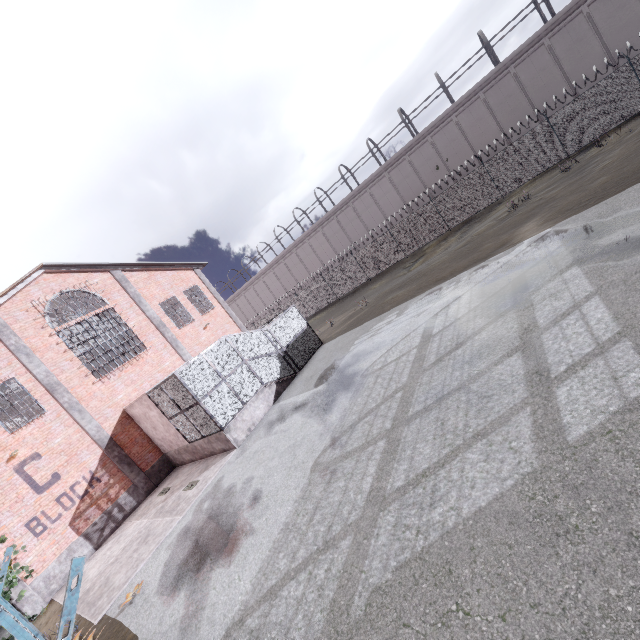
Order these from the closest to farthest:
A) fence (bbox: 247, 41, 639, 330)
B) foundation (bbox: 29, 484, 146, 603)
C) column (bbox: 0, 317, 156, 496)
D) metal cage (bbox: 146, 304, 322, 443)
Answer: foundation (bbox: 29, 484, 146, 603) < metal cage (bbox: 146, 304, 322, 443) < column (bbox: 0, 317, 156, 496) < fence (bbox: 247, 41, 639, 330)

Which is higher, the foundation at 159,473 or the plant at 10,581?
the plant at 10,581

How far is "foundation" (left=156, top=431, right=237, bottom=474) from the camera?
13.3m

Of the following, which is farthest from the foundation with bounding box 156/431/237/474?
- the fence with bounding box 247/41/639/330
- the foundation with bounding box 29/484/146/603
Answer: the fence with bounding box 247/41/639/330

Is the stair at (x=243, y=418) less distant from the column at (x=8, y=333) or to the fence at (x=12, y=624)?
the column at (x=8, y=333)

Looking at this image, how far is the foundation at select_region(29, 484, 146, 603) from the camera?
12.0m

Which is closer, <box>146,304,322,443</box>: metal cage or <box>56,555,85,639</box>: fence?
<box>56,555,85,639</box>: fence

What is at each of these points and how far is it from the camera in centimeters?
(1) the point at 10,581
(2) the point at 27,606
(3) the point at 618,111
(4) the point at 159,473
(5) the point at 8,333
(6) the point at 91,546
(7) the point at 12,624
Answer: (1) plant, 1143cm
(2) column, 1148cm
(3) fence, 1842cm
(4) foundation, 1612cm
(5) column, 1426cm
(6) foundation, 1333cm
(7) fence, 419cm
